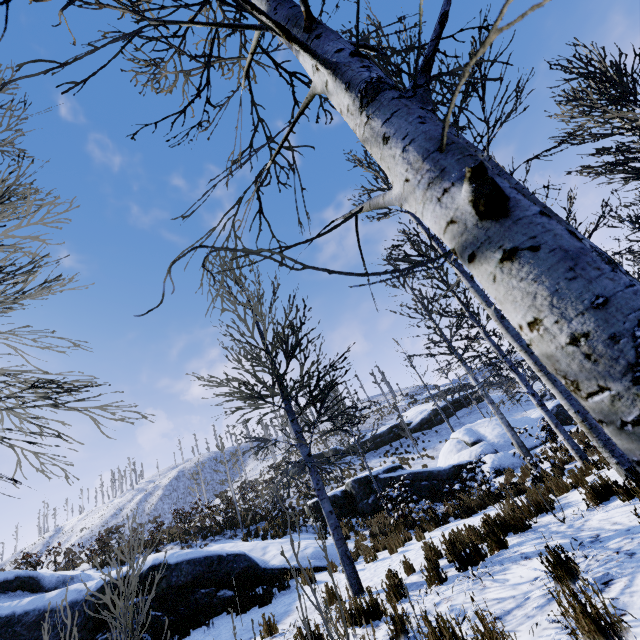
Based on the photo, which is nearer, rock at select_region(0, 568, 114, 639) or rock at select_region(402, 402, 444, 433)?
rock at select_region(0, 568, 114, 639)

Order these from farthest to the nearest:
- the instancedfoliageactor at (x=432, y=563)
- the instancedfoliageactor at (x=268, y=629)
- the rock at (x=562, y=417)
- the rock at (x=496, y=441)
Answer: the rock at (x=562, y=417) → the rock at (x=496, y=441) → the instancedfoliageactor at (x=268, y=629) → the instancedfoliageactor at (x=432, y=563)

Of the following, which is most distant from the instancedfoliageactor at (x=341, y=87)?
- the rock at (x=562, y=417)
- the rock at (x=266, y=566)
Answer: the rock at (x=266, y=566)

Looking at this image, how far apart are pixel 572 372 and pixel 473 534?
7.27m

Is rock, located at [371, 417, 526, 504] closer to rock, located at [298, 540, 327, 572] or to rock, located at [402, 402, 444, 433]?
rock, located at [298, 540, 327, 572]

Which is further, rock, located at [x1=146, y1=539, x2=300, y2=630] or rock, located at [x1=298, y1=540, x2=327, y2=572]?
rock, located at [x1=298, y1=540, x2=327, y2=572]

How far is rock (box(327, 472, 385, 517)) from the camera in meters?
16.1

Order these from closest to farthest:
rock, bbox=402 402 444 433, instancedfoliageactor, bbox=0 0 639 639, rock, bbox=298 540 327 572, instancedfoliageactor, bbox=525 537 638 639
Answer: instancedfoliageactor, bbox=0 0 639 639, instancedfoliageactor, bbox=525 537 638 639, rock, bbox=298 540 327 572, rock, bbox=402 402 444 433
